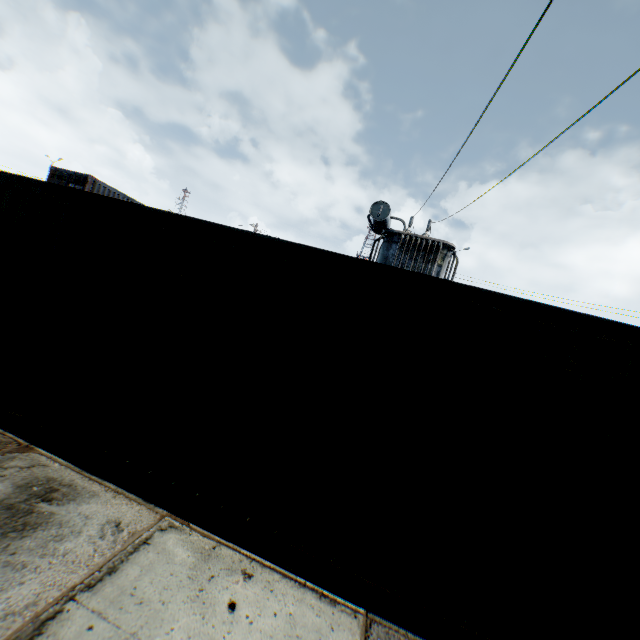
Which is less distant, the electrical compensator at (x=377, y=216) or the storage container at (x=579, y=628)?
the storage container at (x=579, y=628)

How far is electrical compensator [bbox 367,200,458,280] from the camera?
11.8 meters

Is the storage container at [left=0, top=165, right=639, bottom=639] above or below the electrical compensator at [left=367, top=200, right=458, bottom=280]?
below

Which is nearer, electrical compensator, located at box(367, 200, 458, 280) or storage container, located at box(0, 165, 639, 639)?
storage container, located at box(0, 165, 639, 639)

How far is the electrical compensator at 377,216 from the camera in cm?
1176

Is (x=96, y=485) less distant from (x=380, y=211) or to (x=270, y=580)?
(x=270, y=580)
